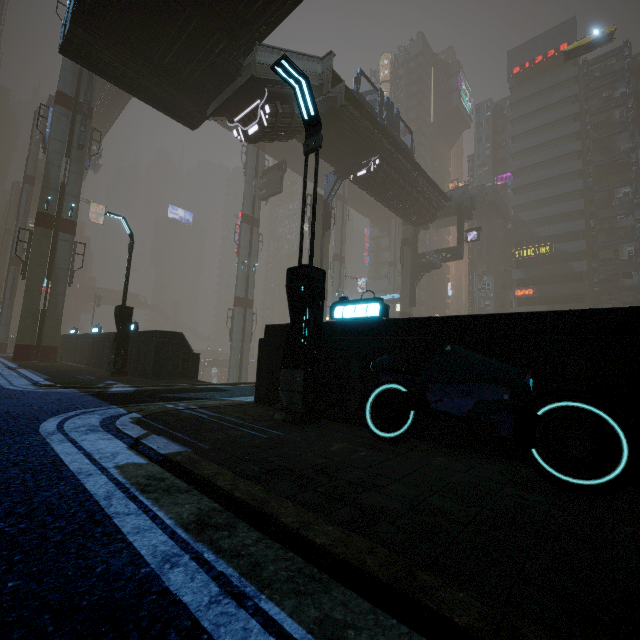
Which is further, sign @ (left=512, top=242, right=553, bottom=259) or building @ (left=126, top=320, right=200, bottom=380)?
sign @ (left=512, top=242, right=553, bottom=259)

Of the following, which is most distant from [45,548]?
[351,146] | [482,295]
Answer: [482,295]

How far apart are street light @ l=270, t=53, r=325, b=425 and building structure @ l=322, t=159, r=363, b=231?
19.9 meters

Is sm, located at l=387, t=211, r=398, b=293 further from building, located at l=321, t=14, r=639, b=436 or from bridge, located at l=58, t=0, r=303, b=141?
bridge, located at l=58, t=0, r=303, b=141

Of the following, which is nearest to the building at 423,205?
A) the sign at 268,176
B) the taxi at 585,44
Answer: the sign at 268,176

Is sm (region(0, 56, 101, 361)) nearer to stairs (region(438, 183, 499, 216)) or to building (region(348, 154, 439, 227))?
building (region(348, 154, 439, 227))

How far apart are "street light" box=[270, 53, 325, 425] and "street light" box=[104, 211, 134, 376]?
10.22m

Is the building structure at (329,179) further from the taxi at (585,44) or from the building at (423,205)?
the taxi at (585,44)
